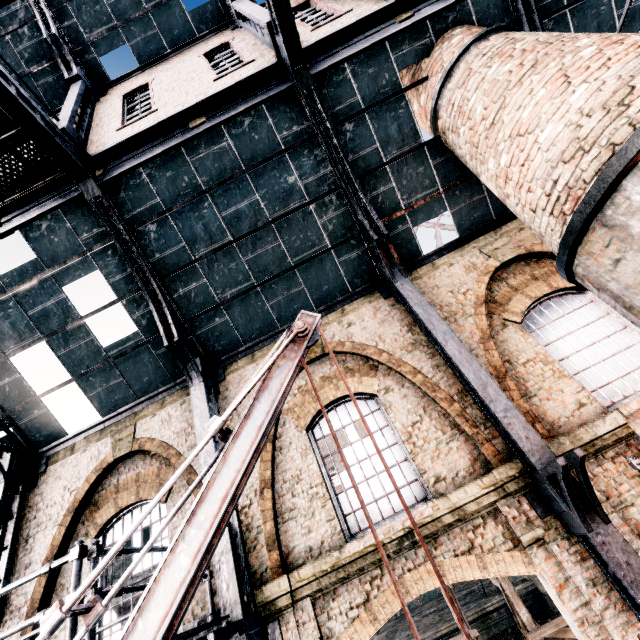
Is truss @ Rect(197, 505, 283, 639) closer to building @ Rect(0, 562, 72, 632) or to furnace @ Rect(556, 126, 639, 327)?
building @ Rect(0, 562, 72, 632)

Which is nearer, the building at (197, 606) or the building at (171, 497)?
the building at (197, 606)

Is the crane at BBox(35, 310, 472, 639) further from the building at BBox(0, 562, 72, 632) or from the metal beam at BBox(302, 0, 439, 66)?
the metal beam at BBox(302, 0, 439, 66)

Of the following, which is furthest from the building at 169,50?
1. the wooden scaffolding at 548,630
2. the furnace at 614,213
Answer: the wooden scaffolding at 548,630

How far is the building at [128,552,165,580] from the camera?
7.6 meters

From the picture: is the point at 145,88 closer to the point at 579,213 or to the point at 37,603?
the point at 579,213

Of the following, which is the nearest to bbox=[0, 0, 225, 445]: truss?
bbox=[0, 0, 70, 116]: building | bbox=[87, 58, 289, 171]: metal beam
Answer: bbox=[87, 58, 289, 171]: metal beam

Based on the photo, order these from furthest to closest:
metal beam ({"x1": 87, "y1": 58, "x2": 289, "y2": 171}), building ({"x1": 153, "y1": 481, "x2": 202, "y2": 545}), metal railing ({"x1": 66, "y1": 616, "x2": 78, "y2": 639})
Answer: metal beam ({"x1": 87, "y1": 58, "x2": 289, "y2": 171})
building ({"x1": 153, "y1": 481, "x2": 202, "y2": 545})
metal railing ({"x1": 66, "y1": 616, "x2": 78, "y2": 639})
